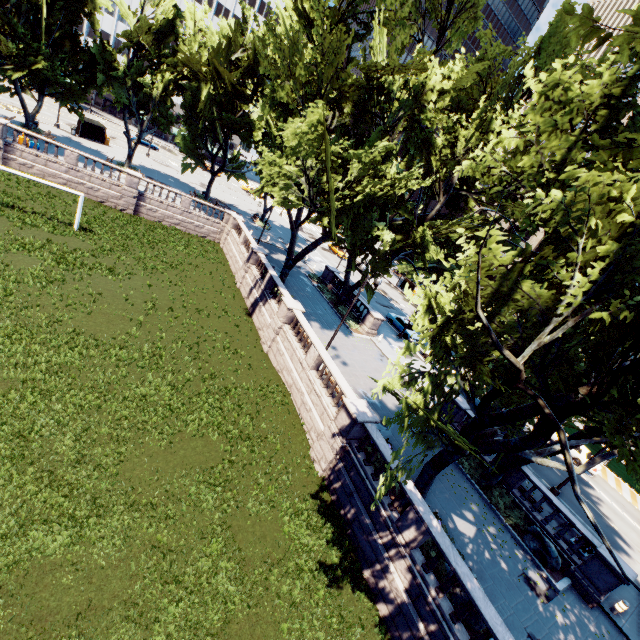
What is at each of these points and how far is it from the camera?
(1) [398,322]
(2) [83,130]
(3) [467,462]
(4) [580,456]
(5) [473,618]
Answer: (1) vehicle, 36.4 meters
(2) bus stop, 42.8 meters
(3) bush, 19.3 meters
(4) vehicle, 27.7 meters
(5) rock, 10.8 meters

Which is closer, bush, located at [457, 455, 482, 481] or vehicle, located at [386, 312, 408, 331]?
bush, located at [457, 455, 482, 481]

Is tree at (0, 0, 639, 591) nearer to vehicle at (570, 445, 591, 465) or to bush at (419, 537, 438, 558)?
bush at (419, 537, 438, 558)

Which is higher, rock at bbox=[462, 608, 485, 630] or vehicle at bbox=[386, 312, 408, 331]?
vehicle at bbox=[386, 312, 408, 331]

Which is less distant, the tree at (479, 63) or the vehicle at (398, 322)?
the tree at (479, 63)

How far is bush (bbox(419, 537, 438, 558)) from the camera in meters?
12.4

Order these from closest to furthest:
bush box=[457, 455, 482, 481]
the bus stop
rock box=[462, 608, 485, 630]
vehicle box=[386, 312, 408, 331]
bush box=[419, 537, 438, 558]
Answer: rock box=[462, 608, 485, 630] → bush box=[419, 537, 438, 558] → bush box=[457, 455, 482, 481] → vehicle box=[386, 312, 408, 331] → the bus stop

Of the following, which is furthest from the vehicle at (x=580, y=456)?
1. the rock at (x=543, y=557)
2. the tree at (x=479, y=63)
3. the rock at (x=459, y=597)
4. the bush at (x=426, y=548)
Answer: the rock at (x=459, y=597)
